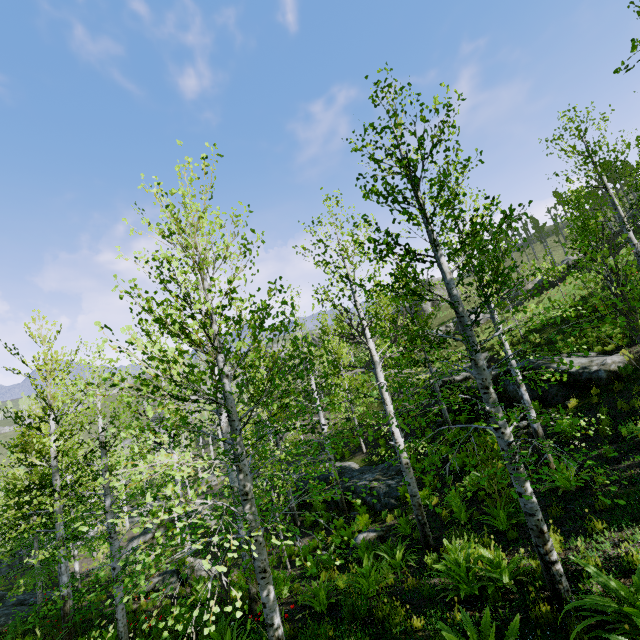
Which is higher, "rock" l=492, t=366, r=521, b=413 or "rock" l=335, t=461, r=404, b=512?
"rock" l=492, t=366, r=521, b=413

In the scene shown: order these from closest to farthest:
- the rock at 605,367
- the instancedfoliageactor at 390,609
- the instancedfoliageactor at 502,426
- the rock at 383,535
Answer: the instancedfoliageactor at 502,426, the instancedfoliageactor at 390,609, the rock at 383,535, the rock at 605,367

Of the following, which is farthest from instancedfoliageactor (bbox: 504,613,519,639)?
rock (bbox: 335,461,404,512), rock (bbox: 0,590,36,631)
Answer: rock (bbox: 335,461,404,512)

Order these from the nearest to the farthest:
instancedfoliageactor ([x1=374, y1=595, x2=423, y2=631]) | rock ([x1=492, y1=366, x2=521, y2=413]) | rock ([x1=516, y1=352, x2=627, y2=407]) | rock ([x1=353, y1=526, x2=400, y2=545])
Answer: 1. instancedfoliageactor ([x1=374, y1=595, x2=423, y2=631])
2. rock ([x1=353, y1=526, x2=400, y2=545])
3. rock ([x1=516, y1=352, x2=627, y2=407])
4. rock ([x1=492, y1=366, x2=521, y2=413])

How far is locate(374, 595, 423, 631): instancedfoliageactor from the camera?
4.8 meters

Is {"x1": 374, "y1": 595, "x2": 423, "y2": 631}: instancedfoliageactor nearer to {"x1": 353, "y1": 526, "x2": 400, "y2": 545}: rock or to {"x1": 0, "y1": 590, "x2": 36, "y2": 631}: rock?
{"x1": 0, "y1": 590, "x2": 36, "y2": 631}: rock

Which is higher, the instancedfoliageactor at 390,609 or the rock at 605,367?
the rock at 605,367

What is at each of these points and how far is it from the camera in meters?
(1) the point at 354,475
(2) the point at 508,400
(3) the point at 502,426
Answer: (1) rock, 18.5
(2) rock, 14.4
(3) instancedfoliageactor, 4.6
